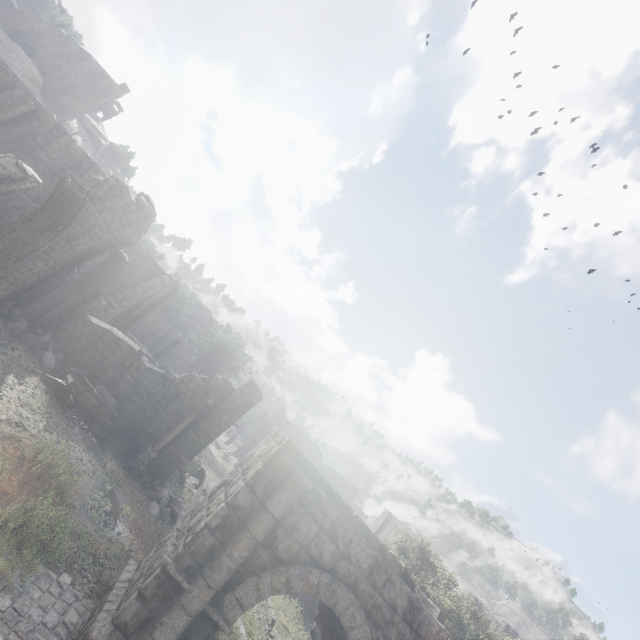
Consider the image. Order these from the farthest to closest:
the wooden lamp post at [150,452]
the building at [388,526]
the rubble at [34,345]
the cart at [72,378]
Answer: the building at [388,526]
the wooden lamp post at [150,452]
the rubble at [34,345]
the cart at [72,378]

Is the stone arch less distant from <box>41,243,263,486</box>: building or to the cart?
<box>41,243,263,486</box>: building

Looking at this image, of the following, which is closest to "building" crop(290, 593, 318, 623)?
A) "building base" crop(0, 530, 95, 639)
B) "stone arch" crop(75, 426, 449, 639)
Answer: "stone arch" crop(75, 426, 449, 639)

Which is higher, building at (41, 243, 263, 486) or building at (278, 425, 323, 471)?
building at (278, 425, 323, 471)

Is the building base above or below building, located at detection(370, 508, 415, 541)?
below

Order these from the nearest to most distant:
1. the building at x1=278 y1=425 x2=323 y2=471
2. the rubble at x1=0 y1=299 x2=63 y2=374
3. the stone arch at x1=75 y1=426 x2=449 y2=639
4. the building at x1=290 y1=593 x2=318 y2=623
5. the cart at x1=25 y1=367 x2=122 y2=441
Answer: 1. the stone arch at x1=75 y1=426 x2=449 y2=639
2. the cart at x1=25 y1=367 x2=122 y2=441
3. the rubble at x1=0 y1=299 x2=63 y2=374
4. the building at x1=290 y1=593 x2=318 y2=623
5. the building at x1=278 y1=425 x2=323 y2=471

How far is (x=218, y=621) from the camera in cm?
724

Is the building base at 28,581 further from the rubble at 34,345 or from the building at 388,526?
the building at 388,526
